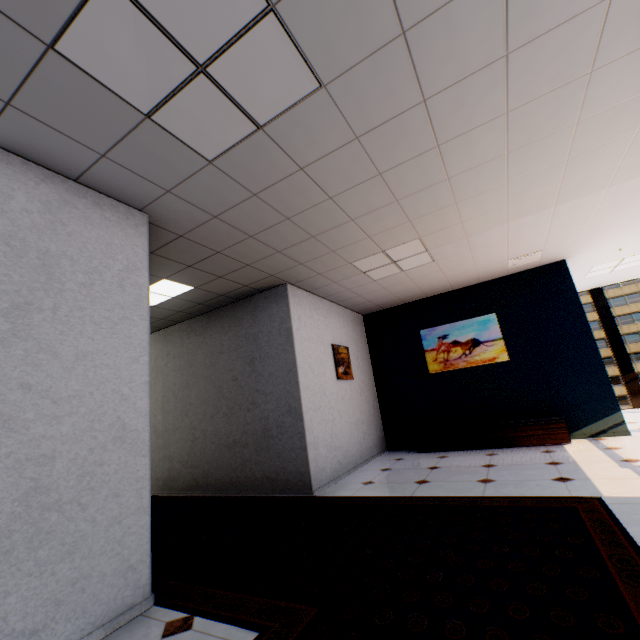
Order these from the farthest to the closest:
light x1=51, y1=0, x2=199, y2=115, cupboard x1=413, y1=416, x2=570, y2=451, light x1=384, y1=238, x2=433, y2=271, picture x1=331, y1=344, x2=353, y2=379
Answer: picture x1=331, y1=344, x2=353, y2=379 → cupboard x1=413, y1=416, x2=570, y2=451 → light x1=384, y1=238, x2=433, y2=271 → light x1=51, y1=0, x2=199, y2=115

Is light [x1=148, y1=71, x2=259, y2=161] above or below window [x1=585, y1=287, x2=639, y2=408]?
above

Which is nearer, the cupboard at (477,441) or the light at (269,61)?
the light at (269,61)

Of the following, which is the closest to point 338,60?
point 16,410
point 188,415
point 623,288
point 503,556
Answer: point 16,410

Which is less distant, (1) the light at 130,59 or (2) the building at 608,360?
(1) the light at 130,59

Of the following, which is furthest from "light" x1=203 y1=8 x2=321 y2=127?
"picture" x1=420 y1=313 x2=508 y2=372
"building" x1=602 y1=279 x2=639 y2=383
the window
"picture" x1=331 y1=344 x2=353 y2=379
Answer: "building" x1=602 y1=279 x2=639 y2=383

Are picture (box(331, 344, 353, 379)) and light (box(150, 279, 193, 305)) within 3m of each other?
yes

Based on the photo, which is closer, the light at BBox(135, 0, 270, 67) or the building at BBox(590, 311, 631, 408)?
the light at BBox(135, 0, 270, 67)
